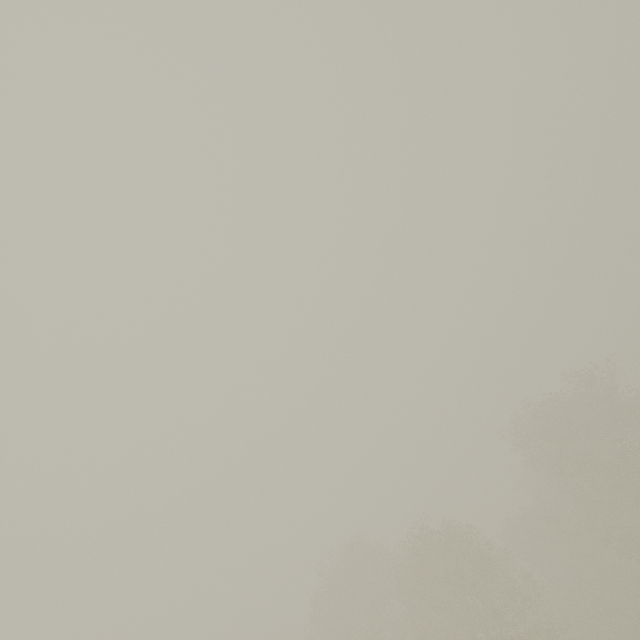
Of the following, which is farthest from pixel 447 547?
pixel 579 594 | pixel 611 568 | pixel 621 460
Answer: pixel 579 594
